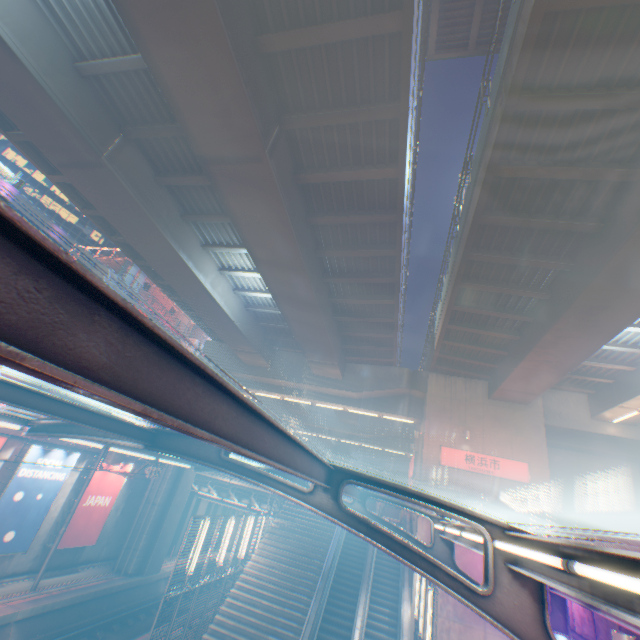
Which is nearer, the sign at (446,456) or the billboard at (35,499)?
the billboard at (35,499)

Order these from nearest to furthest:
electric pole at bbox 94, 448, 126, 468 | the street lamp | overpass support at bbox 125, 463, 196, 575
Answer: the street lamp, electric pole at bbox 94, 448, 126, 468, overpass support at bbox 125, 463, 196, 575

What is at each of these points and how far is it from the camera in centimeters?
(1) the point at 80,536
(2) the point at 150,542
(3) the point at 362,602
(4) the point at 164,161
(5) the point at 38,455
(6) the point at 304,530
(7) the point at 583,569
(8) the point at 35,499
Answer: (1) billboard, 1738cm
(2) overpass support, 2025cm
(3) escalator, 1466cm
(4) overpass support, 1113cm
(5) billboard, 1490cm
(6) steps, 1939cm
(7) street lamp, 247cm
(8) billboard, 1498cm

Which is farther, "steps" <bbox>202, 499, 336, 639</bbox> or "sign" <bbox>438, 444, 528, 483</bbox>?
"sign" <bbox>438, 444, 528, 483</bbox>

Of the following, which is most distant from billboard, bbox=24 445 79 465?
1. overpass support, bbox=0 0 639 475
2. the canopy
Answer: the canopy

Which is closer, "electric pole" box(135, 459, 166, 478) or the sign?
"electric pole" box(135, 459, 166, 478)

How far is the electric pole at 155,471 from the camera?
16.1m

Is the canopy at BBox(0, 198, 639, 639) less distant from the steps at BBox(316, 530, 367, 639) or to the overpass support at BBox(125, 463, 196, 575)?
the steps at BBox(316, 530, 367, 639)
